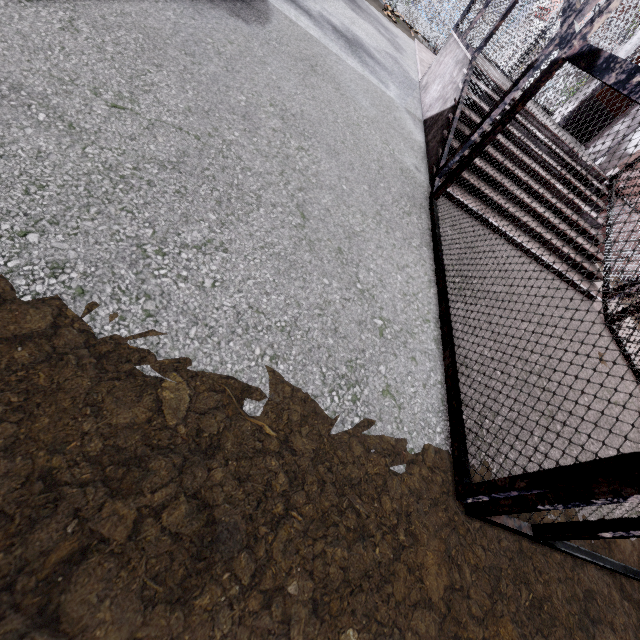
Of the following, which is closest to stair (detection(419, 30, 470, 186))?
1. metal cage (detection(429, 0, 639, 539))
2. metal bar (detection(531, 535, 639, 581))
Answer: metal cage (detection(429, 0, 639, 539))

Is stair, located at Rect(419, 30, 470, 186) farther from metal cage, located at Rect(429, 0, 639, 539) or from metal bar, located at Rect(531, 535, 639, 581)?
metal bar, located at Rect(531, 535, 639, 581)

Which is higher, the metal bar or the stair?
the stair

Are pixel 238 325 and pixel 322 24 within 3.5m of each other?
no

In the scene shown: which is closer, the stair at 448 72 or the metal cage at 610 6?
the metal cage at 610 6

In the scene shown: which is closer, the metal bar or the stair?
the metal bar

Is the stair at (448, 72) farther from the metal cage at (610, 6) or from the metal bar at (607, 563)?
the metal bar at (607, 563)
